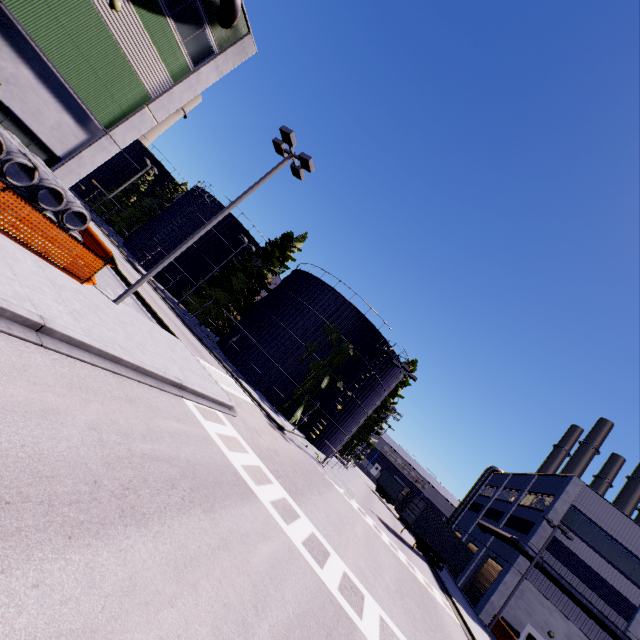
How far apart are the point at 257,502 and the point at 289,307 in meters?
24.4 m

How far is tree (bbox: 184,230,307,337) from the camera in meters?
34.0

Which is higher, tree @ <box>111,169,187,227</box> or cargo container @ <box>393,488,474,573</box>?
tree @ <box>111,169,187,227</box>

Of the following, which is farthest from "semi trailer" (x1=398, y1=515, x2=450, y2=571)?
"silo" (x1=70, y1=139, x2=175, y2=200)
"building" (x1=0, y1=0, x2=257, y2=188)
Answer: "building" (x1=0, y1=0, x2=257, y2=188)

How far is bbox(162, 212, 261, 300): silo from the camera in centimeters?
3838cm

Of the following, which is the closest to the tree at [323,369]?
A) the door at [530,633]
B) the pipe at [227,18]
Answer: the pipe at [227,18]

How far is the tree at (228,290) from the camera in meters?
34.0

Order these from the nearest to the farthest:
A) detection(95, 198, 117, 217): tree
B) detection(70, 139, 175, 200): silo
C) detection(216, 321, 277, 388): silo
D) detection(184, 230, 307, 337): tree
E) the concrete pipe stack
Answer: the concrete pipe stack → detection(216, 321, 277, 388): silo → detection(184, 230, 307, 337): tree → detection(95, 198, 117, 217): tree → detection(70, 139, 175, 200): silo
